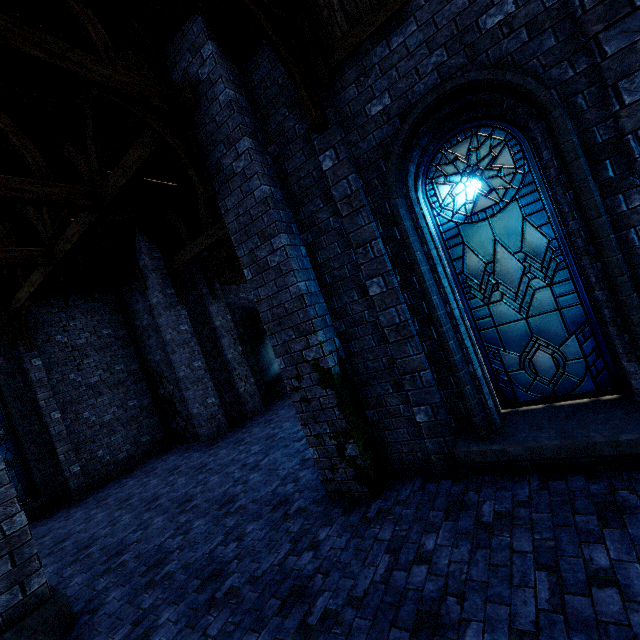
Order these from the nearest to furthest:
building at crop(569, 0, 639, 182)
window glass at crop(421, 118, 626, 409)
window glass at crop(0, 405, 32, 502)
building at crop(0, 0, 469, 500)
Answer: building at crop(569, 0, 639, 182)
window glass at crop(421, 118, 626, 409)
building at crop(0, 0, 469, 500)
window glass at crop(0, 405, 32, 502)

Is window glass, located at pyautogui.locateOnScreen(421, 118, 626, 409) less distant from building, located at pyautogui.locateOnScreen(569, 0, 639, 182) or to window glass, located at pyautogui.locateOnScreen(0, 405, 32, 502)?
building, located at pyautogui.locateOnScreen(569, 0, 639, 182)

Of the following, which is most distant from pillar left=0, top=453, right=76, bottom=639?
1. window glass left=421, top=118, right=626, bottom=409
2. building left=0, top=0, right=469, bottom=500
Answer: window glass left=421, top=118, right=626, bottom=409

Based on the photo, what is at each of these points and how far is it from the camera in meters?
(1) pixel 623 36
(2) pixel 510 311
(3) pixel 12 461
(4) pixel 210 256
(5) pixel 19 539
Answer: (1) building, 2.9 m
(2) window glass, 4.2 m
(3) window glass, 10.2 m
(4) building, 13.3 m
(5) pillar, 4.2 m

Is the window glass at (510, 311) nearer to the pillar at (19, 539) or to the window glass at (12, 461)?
the pillar at (19, 539)

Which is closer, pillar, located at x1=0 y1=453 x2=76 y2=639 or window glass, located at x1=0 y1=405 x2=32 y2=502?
pillar, located at x1=0 y1=453 x2=76 y2=639

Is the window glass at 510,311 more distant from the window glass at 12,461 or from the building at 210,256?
the window glass at 12,461
